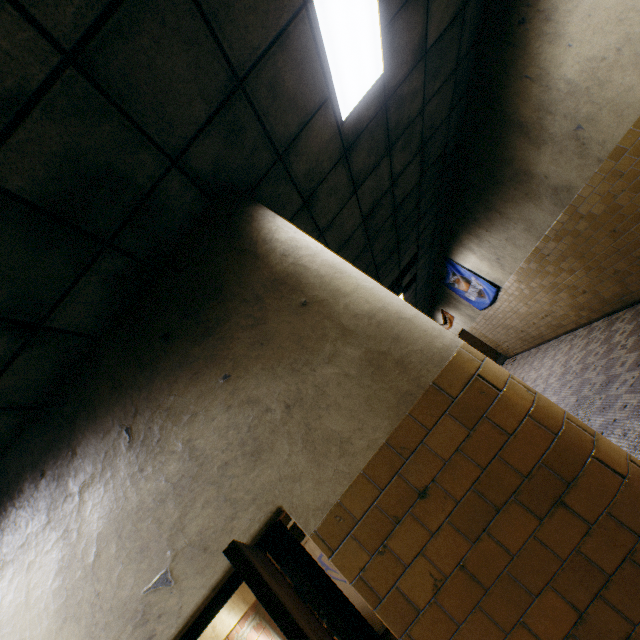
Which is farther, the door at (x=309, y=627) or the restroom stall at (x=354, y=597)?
the restroom stall at (x=354, y=597)

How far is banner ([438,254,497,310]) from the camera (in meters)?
9.30

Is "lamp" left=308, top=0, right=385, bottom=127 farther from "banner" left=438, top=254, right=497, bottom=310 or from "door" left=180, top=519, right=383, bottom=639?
"banner" left=438, top=254, right=497, bottom=310

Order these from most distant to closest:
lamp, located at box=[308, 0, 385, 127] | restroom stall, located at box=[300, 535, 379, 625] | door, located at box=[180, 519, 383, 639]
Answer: restroom stall, located at box=[300, 535, 379, 625] → lamp, located at box=[308, 0, 385, 127] → door, located at box=[180, 519, 383, 639]

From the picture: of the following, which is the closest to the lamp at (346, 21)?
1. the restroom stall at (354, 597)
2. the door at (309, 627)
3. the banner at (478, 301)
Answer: the door at (309, 627)

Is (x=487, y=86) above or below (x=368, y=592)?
above

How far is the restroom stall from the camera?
4.89m

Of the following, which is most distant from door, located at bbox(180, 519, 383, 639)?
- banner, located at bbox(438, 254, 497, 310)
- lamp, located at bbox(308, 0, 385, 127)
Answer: banner, located at bbox(438, 254, 497, 310)
